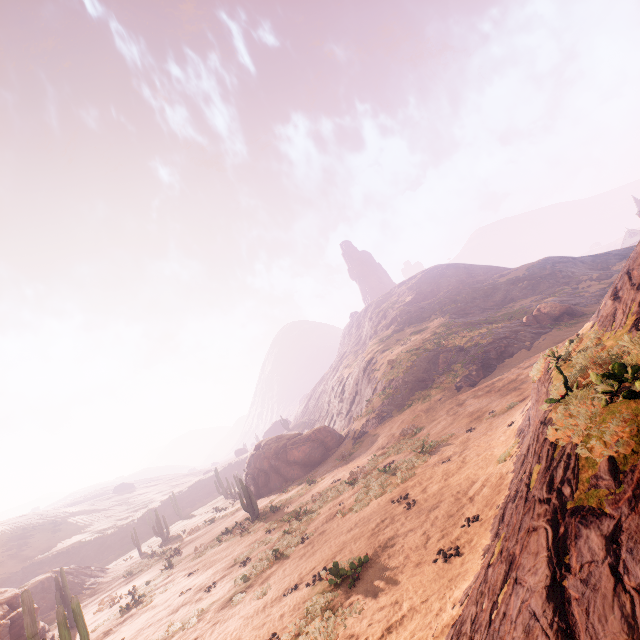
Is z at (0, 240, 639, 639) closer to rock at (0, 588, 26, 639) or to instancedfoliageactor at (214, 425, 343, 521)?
instancedfoliageactor at (214, 425, 343, 521)

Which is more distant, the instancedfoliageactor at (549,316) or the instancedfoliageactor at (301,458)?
the instancedfoliageactor at (549,316)

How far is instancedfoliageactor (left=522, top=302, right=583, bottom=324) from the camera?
34.9 meters

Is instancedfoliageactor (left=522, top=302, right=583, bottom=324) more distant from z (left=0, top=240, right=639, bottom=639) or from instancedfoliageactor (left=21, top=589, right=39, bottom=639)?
instancedfoliageactor (left=21, top=589, right=39, bottom=639)

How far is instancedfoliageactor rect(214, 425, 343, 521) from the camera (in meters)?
31.50

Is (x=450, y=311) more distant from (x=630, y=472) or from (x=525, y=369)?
(x=630, y=472)

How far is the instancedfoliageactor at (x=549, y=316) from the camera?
34.9 meters

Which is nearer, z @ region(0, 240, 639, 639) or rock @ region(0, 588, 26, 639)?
z @ region(0, 240, 639, 639)
